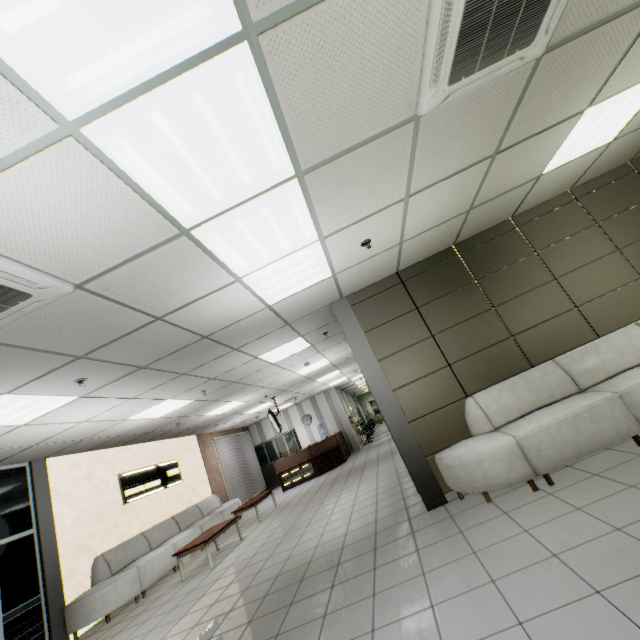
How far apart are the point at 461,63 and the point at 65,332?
3.9 meters

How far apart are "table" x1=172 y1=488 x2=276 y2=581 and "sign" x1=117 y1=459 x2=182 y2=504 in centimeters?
212cm

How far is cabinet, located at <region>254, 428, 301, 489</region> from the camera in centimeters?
1572cm

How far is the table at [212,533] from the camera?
6.5m

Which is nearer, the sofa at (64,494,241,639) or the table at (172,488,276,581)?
the sofa at (64,494,241,639)

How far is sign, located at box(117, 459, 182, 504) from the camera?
8.17m

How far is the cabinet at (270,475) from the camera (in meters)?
15.72

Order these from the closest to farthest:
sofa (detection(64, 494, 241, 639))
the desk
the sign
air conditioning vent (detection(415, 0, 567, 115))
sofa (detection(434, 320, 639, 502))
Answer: air conditioning vent (detection(415, 0, 567, 115))
sofa (detection(434, 320, 639, 502))
sofa (detection(64, 494, 241, 639))
the sign
the desk
